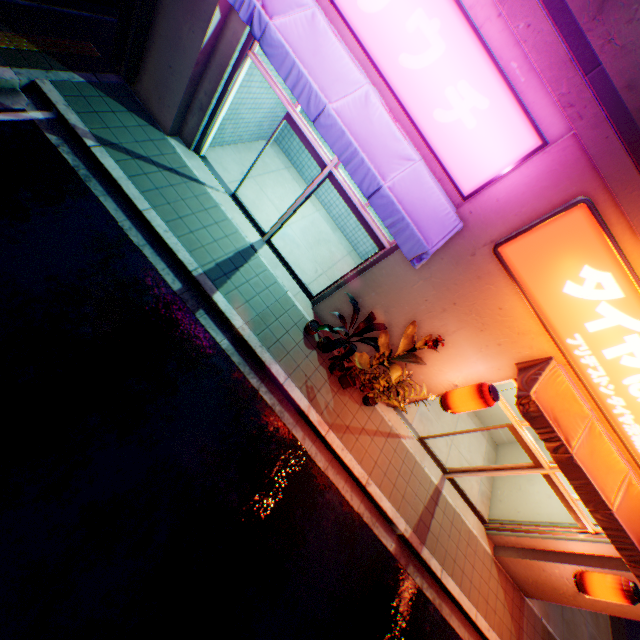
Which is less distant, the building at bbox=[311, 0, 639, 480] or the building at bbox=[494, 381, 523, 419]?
the building at bbox=[311, 0, 639, 480]

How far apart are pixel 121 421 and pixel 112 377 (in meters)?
0.66

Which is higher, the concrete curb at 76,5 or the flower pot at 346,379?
the flower pot at 346,379

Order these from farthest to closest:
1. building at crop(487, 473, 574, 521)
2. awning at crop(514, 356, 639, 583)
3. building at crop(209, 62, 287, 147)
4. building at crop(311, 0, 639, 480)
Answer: building at crop(487, 473, 574, 521) → building at crop(209, 62, 287, 147) → awning at crop(514, 356, 639, 583) → building at crop(311, 0, 639, 480)

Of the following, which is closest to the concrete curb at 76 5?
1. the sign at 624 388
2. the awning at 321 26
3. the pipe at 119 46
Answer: the pipe at 119 46

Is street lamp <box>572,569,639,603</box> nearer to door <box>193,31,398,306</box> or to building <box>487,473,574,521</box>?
building <box>487,473,574,521</box>

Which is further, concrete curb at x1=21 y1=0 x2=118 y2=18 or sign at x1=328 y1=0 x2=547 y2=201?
concrete curb at x1=21 y1=0 x2=118 y2=18

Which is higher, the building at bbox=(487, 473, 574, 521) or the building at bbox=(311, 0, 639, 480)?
the building at bbox=(311, 0, 639, 480)
